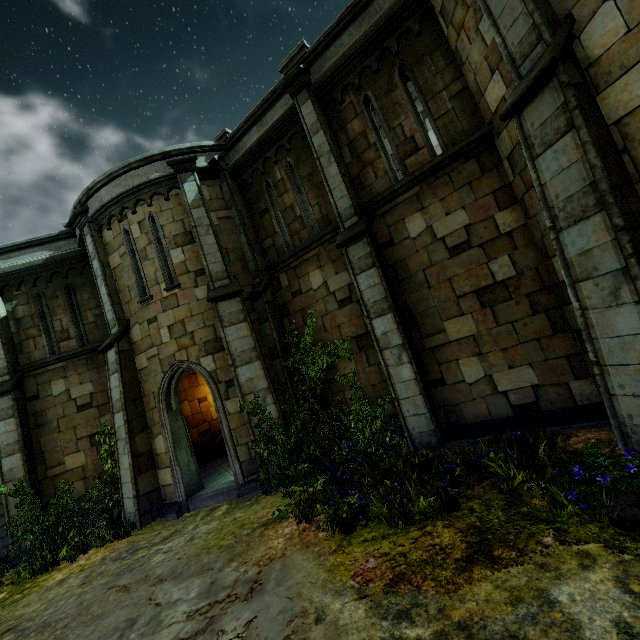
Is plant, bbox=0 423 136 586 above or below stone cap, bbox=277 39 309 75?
below

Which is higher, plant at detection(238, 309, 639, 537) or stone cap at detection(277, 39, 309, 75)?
stone cap at detection(277, 39, 309, 75)

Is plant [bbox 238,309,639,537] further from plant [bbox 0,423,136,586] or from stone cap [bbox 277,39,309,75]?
stone cap [bbox 277,39,309,75]

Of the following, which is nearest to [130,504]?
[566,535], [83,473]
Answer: [83,473]

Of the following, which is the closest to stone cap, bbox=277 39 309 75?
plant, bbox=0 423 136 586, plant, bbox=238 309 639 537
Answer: plant, bbox=238 309 639 537

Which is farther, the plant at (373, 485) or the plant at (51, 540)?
the plant at (51, 540)

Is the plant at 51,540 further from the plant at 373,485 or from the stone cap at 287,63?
the stone cap at 287,63
